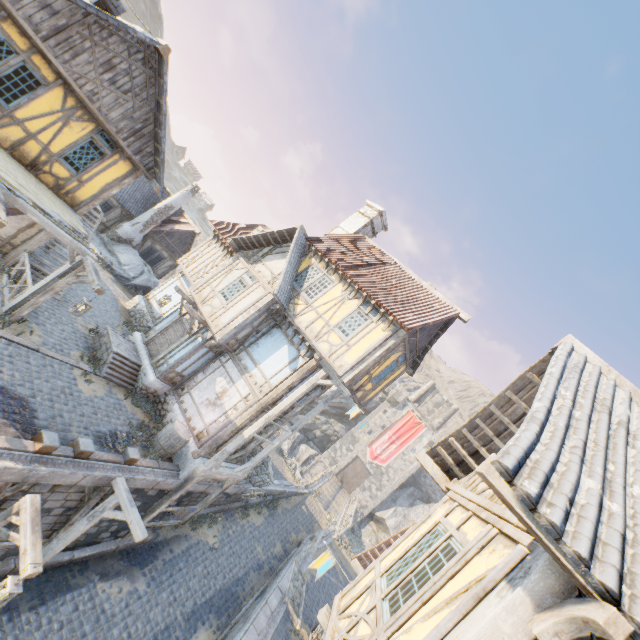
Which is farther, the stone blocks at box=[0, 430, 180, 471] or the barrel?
the barrel

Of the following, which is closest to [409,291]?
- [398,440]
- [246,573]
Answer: [246,573]

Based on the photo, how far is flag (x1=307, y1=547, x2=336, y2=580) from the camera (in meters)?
6.37

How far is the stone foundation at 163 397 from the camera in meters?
13.2 m

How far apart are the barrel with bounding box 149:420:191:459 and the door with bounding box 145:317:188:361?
3.21m

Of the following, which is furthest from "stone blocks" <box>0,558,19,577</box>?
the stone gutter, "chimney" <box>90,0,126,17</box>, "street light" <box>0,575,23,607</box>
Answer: "chimney" <box>90,0,126,17</box>

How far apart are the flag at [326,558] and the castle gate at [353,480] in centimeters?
3949cm
